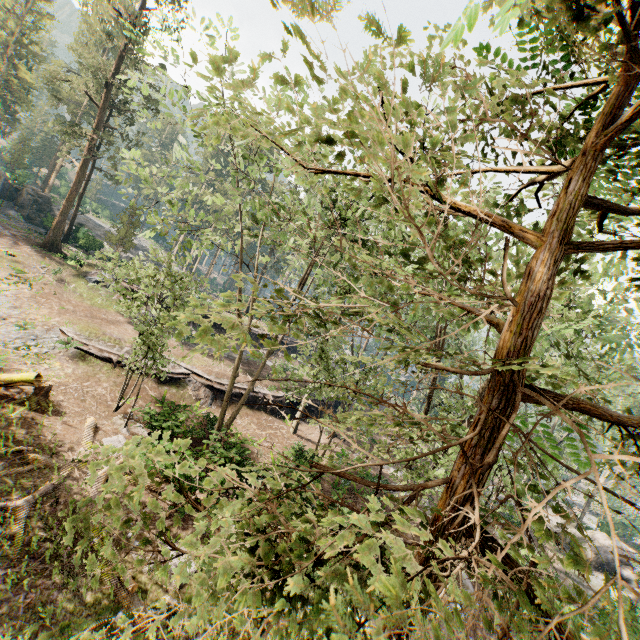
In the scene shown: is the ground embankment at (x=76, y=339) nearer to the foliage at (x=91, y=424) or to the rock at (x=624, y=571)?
the foliage at (x=91, y=424)

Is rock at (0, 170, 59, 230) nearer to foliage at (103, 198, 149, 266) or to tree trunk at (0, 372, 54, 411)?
foliage at (103, 198, 149, 266)

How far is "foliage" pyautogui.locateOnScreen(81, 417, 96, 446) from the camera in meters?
14.5

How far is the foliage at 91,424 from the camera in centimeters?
1449cm

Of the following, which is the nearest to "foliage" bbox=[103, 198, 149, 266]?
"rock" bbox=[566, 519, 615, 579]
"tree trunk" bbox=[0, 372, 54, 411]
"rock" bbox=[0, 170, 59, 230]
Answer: "rock" bbox=[0, 170, 59, 230]

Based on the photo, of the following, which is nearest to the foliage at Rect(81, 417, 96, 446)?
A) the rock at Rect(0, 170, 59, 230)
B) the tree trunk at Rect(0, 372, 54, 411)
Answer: the rock at Rect(0, 170, 59, 230)

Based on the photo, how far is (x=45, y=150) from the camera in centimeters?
5809cm

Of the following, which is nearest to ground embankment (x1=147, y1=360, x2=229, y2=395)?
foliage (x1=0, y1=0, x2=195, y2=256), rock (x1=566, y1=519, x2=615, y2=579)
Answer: foliage (x1=0, y1=0, x2=195, y2=256)
